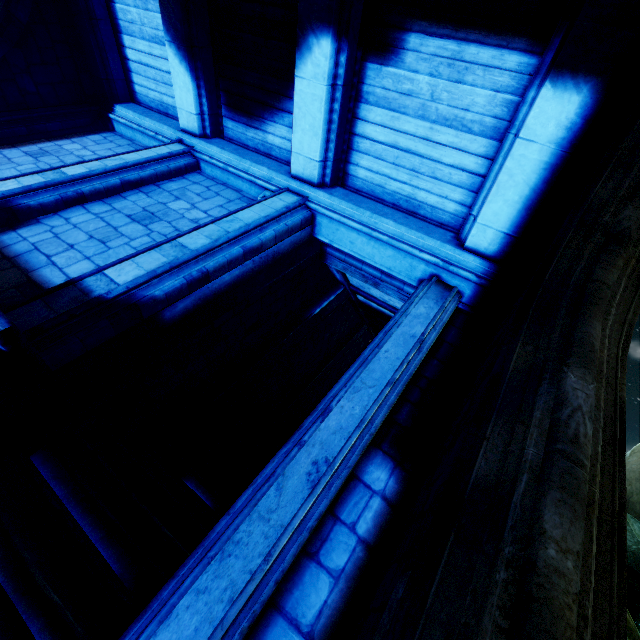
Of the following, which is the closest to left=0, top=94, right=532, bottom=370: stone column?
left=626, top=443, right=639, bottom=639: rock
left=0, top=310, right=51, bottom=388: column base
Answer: left=0, top=310, right=51, bottom=388: column base

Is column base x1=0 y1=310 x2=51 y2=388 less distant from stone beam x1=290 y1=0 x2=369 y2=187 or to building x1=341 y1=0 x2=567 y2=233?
building x1=341 y1=0 x2=567 y2=233

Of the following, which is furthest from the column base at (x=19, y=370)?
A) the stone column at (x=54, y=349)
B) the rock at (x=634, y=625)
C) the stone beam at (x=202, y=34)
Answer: the stone beam at (x=202, y=34)

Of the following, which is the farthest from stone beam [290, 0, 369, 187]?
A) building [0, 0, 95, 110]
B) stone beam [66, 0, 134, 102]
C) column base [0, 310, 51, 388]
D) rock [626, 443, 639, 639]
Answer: stone beam [66, 0, 134, 102]

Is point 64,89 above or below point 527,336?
above

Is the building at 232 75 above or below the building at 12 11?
above

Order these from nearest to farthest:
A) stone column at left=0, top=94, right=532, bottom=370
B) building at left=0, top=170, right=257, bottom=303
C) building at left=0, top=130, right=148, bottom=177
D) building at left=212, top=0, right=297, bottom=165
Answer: stone column at left=0, top=94, right=532, bottom=370 → building at left=0, top=170, right=257, bottom=303 → building at left=212, top=0, right=297, bottom=165 → building at left=0, top=130, right=148, bottom=177

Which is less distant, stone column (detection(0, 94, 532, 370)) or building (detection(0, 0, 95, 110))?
stone column (detection(0, 94, 532, 370))
